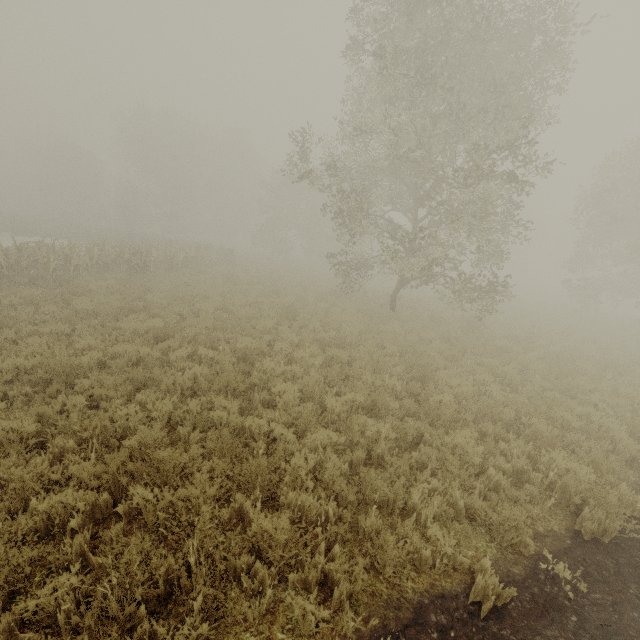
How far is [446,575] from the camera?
3.9m
